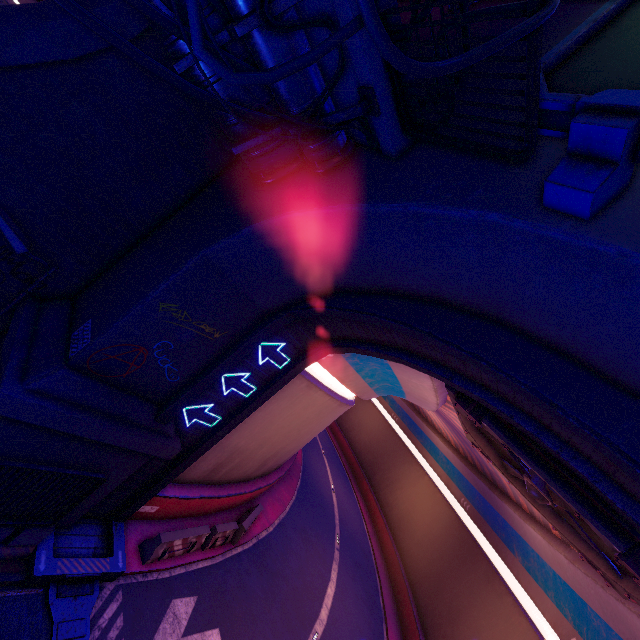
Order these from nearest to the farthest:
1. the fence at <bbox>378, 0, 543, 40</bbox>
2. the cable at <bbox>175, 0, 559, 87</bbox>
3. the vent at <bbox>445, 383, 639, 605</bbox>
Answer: the cable at <bbox>175, 0, 559, 87</bbox>, the fence at <bbox>378, 0, 543, 40</bbox>, the vent at <bbox>445, 383, 639, 605</bbox>

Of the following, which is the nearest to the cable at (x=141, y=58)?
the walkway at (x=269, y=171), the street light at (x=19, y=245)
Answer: the walkway at (x=269, y=171)

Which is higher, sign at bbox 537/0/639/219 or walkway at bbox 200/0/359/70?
sign at bbox 537/0/639/219

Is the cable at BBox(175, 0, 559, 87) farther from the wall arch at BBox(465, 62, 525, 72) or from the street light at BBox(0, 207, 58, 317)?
the street light at BBox(0, 207, 58, 317)

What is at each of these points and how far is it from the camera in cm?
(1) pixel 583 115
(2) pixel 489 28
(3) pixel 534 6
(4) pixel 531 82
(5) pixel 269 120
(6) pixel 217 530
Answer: (1) sign, 307
(2) wall arch, 646
(3) fence, 269
(4) fence, 312
(5) cable, 591
(6) fence, 1274

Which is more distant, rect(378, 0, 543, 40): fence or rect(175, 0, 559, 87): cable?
rect(378, 0, 543, 40): fence

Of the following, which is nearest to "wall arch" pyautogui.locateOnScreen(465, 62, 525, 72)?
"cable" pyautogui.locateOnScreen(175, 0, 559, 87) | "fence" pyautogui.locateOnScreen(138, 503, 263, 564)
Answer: "cable" pyautogui.locateOnScreen(175, 0, 559, 87)

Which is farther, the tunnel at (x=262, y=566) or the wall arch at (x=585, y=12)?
the tunnel at (x=262, y=566)
